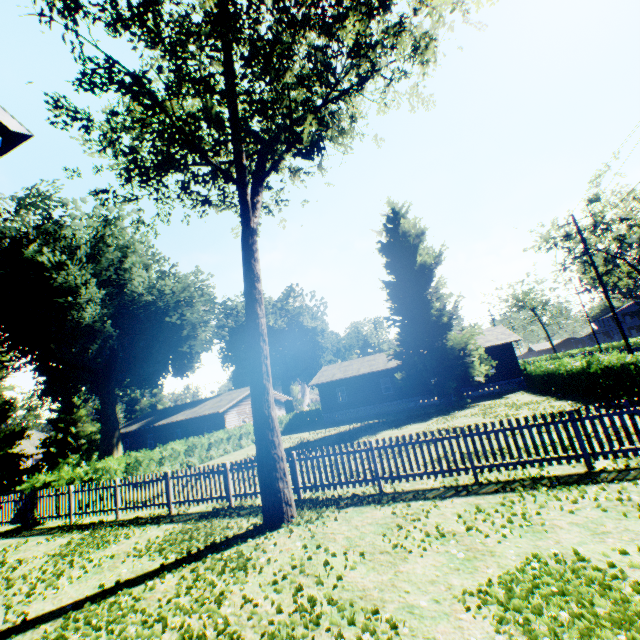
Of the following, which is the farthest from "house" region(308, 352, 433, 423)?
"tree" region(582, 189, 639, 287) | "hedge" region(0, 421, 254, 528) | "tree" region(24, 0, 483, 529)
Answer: "tree" region(24, 0, 483, 529)

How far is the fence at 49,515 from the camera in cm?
1054

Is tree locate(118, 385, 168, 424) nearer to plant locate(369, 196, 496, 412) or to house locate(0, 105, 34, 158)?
plant locate(369, 196, 496, 412)

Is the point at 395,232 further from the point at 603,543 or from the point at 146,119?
the point at 603,543

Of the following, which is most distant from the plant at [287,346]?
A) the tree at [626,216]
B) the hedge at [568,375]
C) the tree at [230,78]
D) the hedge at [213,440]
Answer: the tree at [626,216]

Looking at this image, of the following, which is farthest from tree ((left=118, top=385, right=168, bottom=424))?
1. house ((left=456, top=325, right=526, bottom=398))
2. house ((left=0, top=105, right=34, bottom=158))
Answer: house ((left=456, top=325, right=526, bottom=398))

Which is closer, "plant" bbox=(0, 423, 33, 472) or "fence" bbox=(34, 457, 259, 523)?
"fence" bbox=(34, 457, 259, 523)

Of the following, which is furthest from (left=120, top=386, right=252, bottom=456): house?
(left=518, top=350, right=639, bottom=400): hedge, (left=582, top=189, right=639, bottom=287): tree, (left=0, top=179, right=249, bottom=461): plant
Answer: (left=582, top=189, right=639, bottom=287): tree
